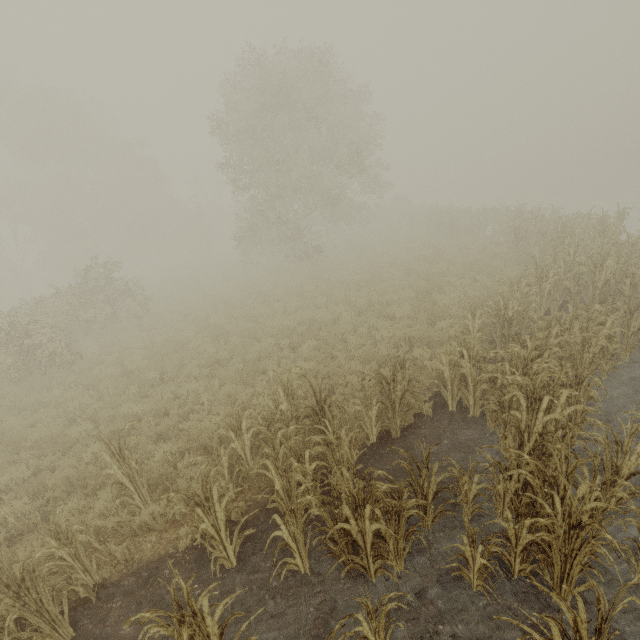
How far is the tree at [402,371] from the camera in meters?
6.0

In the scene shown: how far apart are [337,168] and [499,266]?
10.1 meters

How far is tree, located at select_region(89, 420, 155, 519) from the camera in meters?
5.2

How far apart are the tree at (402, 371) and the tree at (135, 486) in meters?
2.8 m

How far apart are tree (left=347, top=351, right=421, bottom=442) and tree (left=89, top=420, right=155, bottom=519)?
2.8m

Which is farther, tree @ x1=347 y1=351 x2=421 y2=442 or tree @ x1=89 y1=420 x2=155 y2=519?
tree @ x1=347 y1=351 x2=421 y2=442

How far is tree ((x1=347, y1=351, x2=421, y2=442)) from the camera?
6.01m
